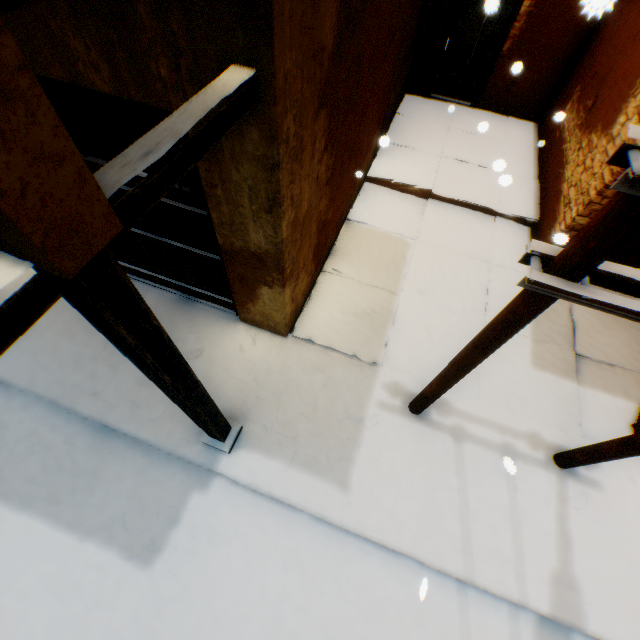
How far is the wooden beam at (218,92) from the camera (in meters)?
1.29

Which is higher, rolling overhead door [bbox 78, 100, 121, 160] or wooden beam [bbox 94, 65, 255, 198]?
wooden beam [bbox 94, 65, 255, 198]

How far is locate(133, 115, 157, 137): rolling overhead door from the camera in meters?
2.7

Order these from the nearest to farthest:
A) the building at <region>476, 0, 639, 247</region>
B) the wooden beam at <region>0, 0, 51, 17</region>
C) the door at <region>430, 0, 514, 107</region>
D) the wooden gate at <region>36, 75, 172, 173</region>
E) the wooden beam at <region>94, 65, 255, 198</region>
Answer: the wooden beam at <region>0, 0, 51, 17</region>
the wooden beam at <region>94, 65, 255, 198</region>
the wooden gate at <region>36, 75, 172, 173</region>
the building at <region>476, 0, 639, 247</region>
the door at <region>430, 0, 514, 107</region>

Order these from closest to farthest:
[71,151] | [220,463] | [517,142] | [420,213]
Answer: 1. [71,151]
2. [220,463]
3. [420,213]
4. [517,142]

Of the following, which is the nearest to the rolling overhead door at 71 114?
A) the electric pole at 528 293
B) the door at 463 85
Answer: the electric pole at 528 293

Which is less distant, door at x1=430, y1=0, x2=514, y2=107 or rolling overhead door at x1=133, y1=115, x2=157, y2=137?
rolling overhead door at x1=133, y1=115, x2=157, y2=137

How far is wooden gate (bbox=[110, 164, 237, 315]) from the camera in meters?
3.2 m
